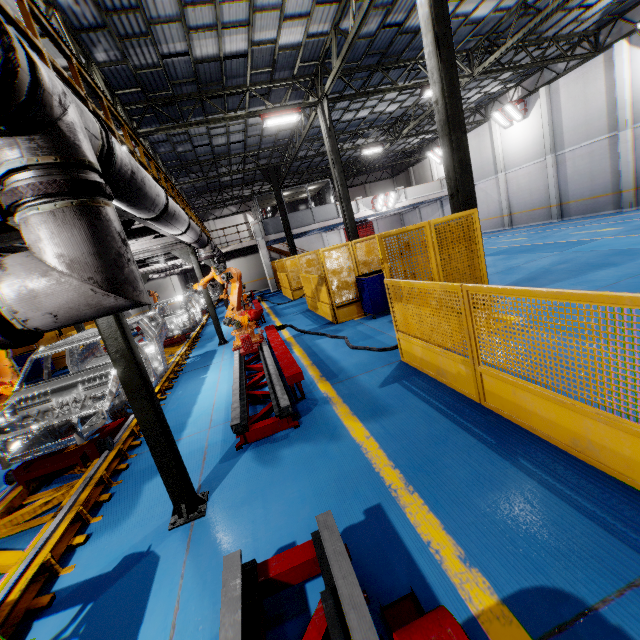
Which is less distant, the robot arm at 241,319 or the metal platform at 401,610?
the metal platform at 401,610

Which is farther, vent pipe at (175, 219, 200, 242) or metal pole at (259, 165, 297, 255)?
metal pole at (259, 165, 297, 255)

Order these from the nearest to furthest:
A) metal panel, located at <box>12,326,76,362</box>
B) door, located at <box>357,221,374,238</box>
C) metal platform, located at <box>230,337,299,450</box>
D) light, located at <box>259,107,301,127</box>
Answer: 1. metal platform, located at <box>230,337,299,450</box>
2. light, located at <box>259,107,301,127</box>
3. metal panel, located at <box>12,326,76,362</box>
4. door, located at <box>357,221,374,238</box>

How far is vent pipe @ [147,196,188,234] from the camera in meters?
4.5 m

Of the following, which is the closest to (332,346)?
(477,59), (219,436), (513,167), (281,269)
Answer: (219,436)

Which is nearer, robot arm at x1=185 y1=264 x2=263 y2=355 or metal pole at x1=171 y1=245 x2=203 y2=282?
robot arm at x1=185 y1=264 x2=263 y2=355

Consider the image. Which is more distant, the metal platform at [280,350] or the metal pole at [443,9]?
the metal pole at [443,9]

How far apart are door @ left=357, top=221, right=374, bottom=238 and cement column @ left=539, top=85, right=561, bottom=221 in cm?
1949
